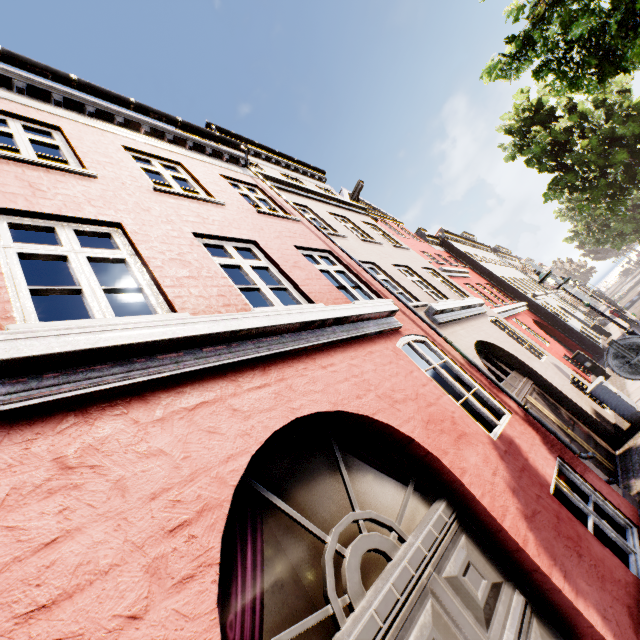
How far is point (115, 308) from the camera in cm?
1059

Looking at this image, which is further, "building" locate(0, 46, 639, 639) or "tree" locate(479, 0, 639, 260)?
"tree" locate(479, 0, 639, 260)

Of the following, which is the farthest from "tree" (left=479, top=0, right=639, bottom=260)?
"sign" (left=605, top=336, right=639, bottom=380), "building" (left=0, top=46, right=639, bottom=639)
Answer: "sign" (left=605, top=336, right=639, bottom=380)

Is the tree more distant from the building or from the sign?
the sign

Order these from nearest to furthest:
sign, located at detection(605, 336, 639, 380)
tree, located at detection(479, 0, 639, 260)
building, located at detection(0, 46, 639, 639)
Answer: building, located at detection(0, 46, 639, 639) → sign, located at detection(605, 336, 639, 380) → tree, located at detection(479, 0, 639, 260)

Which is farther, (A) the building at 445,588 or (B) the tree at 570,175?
(B) the tree at 570,175

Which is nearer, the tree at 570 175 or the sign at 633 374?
the sign at 633 374
